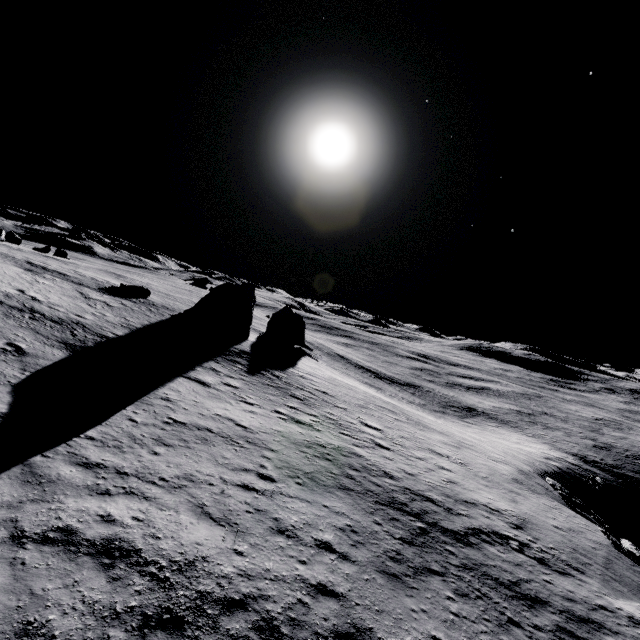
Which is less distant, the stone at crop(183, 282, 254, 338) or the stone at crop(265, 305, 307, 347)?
the stone at crop(183, 282, 254, 338)

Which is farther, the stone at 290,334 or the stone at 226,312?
the stone at 290,334

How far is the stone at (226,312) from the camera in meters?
35.7 m

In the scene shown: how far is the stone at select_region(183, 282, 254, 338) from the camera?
35.7 meters

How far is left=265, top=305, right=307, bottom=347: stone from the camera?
47.53m

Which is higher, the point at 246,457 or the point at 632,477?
the point at 246,457
